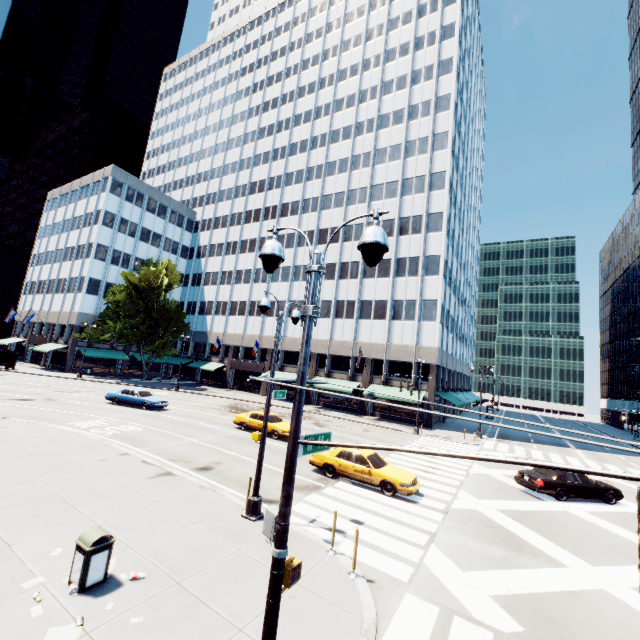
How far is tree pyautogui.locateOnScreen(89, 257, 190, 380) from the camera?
44.6 meters

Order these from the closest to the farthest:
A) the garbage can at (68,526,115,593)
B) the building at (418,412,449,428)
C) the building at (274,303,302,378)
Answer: the garbage can at (68,526,115,593) → the building at (418,412,449,428) → the building at (274,303,302,378)

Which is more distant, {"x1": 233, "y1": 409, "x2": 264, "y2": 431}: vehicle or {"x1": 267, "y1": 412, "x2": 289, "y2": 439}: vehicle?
{"x1": 233, "y1": 409, "x2": 264, "y2": 431}: vehicle

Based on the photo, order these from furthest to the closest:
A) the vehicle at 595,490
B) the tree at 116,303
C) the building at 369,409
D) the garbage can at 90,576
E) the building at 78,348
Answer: the building at 78,348 → the tree at 116,303 → the building at 369,409 → the vehicle at 595,490 → the garbage can at 90,576

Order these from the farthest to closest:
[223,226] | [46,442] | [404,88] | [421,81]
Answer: [223,226], [404,88], [421,81], [46,442]

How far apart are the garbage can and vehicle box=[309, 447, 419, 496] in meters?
10.1

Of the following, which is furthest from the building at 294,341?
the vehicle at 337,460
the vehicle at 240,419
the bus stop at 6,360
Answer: the vehicle at 337,460

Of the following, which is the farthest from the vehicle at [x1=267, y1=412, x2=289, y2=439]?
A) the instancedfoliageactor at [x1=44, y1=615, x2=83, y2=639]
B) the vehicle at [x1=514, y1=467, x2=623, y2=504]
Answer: the instancedfoliageactor at [x1=44, y1=615, x2=83, y2=639]
